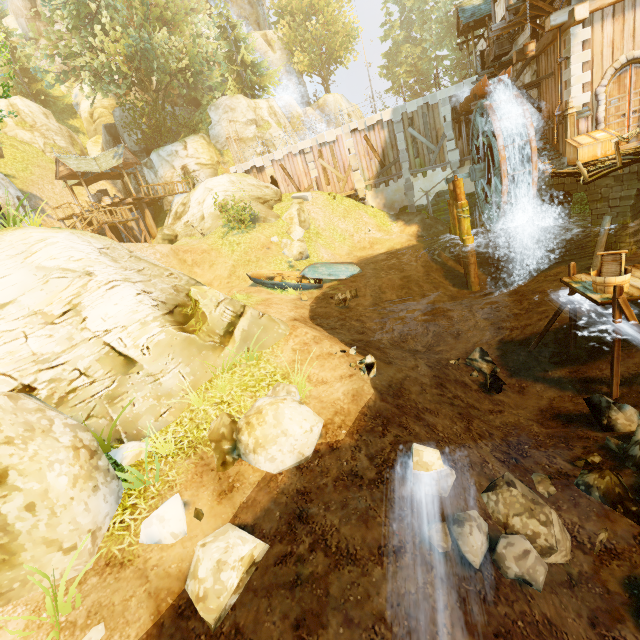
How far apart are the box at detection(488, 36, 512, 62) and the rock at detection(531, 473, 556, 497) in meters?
22.2

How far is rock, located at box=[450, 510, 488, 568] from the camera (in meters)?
4.03

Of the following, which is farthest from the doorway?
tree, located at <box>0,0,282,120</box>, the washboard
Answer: tree, located at <box>0,0,282,120</box>

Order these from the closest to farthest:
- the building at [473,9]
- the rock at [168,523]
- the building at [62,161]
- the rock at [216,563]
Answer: the rock at [216,563] → the rock at [168,523] → the building at [473,9] → the building at [62,161]

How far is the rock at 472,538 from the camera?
4.0 meters

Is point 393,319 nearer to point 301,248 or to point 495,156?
point 301,248

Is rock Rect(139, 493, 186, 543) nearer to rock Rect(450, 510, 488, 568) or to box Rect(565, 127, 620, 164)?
rock Rect(450, 510, 488, 568)

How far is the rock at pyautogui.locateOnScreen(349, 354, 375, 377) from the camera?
7.7m
